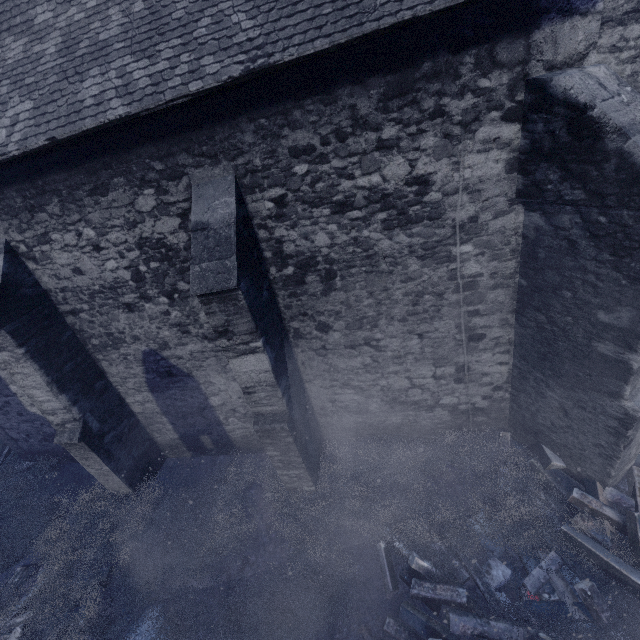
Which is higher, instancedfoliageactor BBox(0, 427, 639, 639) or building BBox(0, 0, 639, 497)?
building BBox(0, 0, 639, 497)

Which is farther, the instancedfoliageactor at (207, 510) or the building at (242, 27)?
the instancedfoliageactor at (207, 510)

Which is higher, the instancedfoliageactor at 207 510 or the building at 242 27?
the building at 242 27

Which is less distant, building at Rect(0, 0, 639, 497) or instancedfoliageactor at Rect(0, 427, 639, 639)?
building at Rect(0, 0, 639, 497)

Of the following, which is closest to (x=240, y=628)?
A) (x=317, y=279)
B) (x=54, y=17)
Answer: (x=317, y=279)
